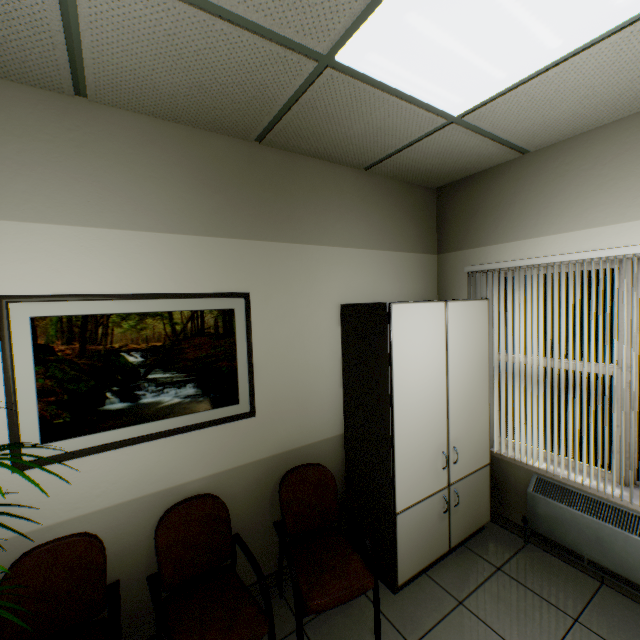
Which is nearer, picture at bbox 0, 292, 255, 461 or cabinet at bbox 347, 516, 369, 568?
picture at bbox 0, 292, 255, 461

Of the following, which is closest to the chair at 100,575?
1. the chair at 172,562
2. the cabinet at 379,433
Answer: the chair at 172,562

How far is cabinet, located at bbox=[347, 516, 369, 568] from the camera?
2.6 meters

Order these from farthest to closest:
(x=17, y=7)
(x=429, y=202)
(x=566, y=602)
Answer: (x=429, y=202) → (x=566, y=602) → (x=17, y=7)

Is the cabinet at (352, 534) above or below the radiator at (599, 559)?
below

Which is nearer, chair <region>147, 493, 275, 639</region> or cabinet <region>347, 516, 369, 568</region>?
chair <region>147, 493, 275, 639</region>
